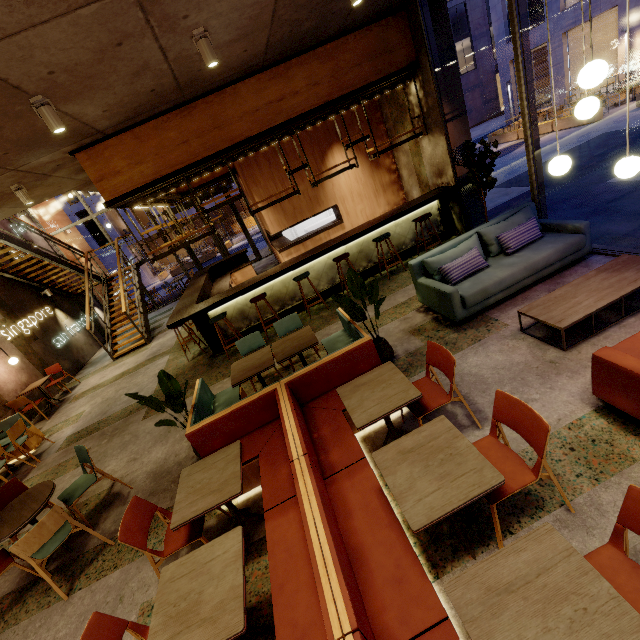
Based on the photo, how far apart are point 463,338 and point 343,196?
6.0 meters

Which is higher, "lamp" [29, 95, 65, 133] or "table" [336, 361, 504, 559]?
"lamp" [29, 95, 65, 133]

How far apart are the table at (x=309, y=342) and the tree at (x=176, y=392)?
0.6m

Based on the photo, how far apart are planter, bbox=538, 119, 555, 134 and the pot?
16.9 meters

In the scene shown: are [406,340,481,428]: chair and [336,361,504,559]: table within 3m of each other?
yes

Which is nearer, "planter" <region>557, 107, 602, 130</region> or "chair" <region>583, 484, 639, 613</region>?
"chair" <region>583, 484, 639, 613</region>

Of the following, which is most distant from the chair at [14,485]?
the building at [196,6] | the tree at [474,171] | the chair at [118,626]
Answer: the tree at [474,171]

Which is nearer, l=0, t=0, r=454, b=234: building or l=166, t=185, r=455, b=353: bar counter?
l=0, t=0, r=454, b=234: building
